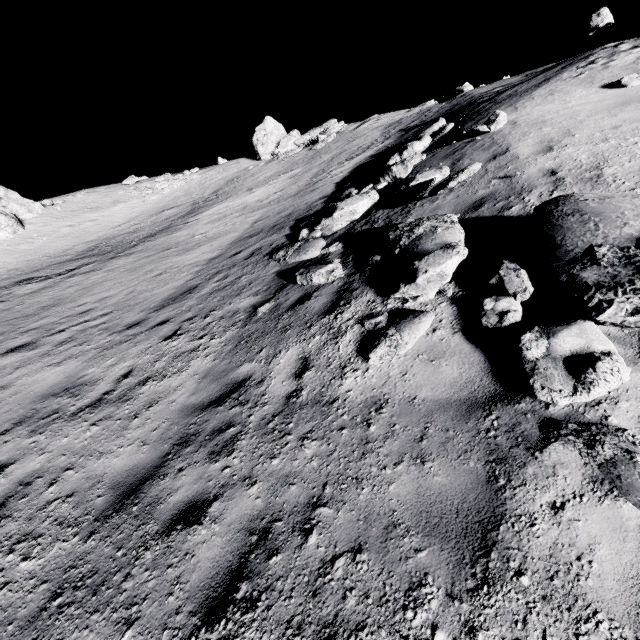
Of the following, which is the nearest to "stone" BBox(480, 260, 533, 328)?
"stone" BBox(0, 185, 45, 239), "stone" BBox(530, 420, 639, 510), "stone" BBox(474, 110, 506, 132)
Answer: "stone" BBox(530, 420, 639, 510)

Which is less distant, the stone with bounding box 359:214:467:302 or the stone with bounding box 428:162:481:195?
the stone with bounding box 359:214:467:302

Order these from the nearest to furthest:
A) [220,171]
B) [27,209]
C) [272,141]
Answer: [27,209]
[272,141]
[220,171]

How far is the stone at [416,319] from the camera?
4.45m

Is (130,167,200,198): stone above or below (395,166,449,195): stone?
above

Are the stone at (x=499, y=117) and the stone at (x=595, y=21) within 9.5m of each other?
yes

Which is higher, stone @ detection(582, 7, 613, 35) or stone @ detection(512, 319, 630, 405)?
stone @ detection(582, 7, 613, 35)

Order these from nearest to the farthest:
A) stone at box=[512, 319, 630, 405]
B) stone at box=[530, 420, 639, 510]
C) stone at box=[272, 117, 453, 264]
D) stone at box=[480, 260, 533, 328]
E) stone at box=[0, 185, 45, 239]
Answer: stone at box=[530, 420, 639, 510] < stone at box=[512, 319, 630, 405] < stone at box=[480, 260, 533, 328] < stone at box=[272, 117, 453, 264] < stone at box=[0, 185, 45, 239]
